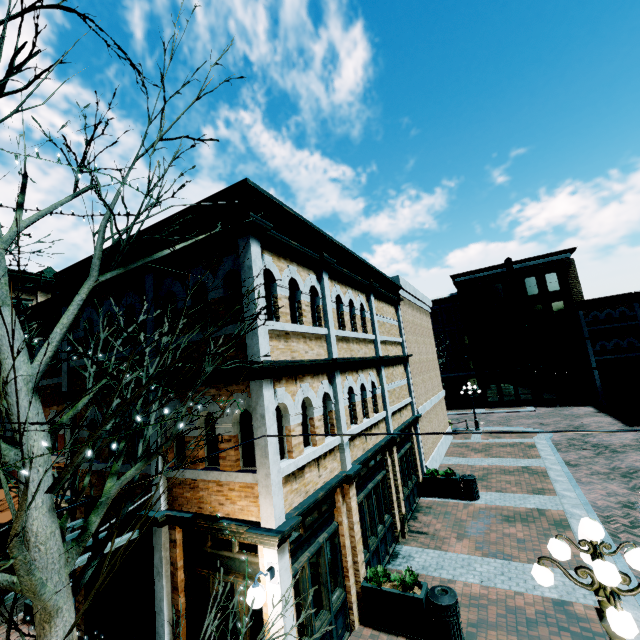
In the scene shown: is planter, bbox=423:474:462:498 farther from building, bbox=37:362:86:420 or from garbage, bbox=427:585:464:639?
garbage, bbox=427:585:464:639

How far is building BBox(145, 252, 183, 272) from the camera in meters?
7.4

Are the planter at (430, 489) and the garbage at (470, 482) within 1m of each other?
yes

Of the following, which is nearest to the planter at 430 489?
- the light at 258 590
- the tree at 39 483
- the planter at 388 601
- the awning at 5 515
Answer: the planter at 388 601

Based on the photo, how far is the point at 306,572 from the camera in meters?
6.4

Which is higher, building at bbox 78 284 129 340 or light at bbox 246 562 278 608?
building at bbox 78 284 129 340

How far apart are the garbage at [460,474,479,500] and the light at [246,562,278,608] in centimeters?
1060cm
